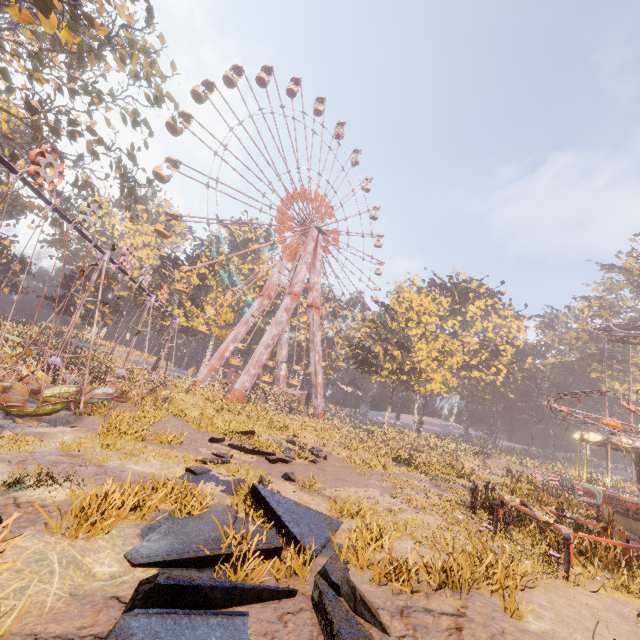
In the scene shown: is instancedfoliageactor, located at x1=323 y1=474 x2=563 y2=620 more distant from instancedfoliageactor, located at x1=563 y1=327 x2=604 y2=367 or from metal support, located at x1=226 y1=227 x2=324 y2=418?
metal support, located at x1=226 y1=227 x2=324 y2=418

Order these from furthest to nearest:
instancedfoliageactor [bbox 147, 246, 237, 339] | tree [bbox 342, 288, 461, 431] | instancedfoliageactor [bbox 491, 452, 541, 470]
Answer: instancedfoliageactor [bbox 147, 246, 237, 339]
instancedfoliageactor [bbox 491, 452, 541, 470]
tree [bbox 342, 288, 461, 431]

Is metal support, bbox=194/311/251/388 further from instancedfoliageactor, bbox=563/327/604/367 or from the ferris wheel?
instancedfoliageactor, bbox=563/327/604/367

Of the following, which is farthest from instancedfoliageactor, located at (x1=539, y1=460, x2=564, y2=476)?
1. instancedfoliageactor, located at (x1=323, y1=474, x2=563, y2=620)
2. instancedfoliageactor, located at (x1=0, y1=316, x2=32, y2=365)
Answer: instancedfoliageactor, located at (x1=0, y1=316, x2=32, y2=365)

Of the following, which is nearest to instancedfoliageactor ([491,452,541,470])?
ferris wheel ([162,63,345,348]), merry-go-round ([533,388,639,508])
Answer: ferris wheel ([162,63,345,348])

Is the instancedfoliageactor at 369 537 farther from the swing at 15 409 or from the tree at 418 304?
the tree at 418 304

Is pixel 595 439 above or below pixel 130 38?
below

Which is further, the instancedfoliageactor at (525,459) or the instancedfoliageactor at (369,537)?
the instancedfoliageactor at (525,459)
